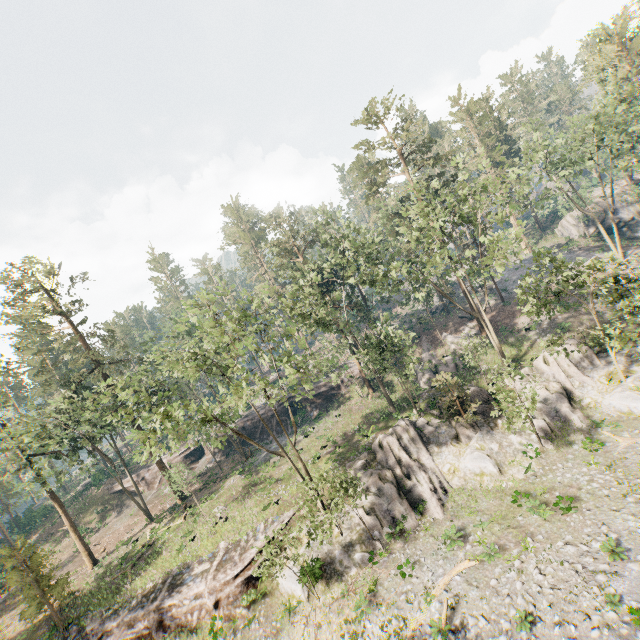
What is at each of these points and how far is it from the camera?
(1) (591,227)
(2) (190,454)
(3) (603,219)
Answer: (1) rock, 48.2m
(2) ground embankment, 48.0m
(3) rock, 46.8m

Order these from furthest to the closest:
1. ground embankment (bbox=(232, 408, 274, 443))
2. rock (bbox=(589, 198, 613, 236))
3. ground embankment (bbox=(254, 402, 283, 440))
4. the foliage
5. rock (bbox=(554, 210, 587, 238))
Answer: rock (bbox=(554, 210, 587, 238)) → rock (bbox=(589, 198, 613, 236)) → ground embankment (bbox=(232, 408, 274, 443)) → ground embankment (bbox=(254, 402, 283, 440)) → the foliage

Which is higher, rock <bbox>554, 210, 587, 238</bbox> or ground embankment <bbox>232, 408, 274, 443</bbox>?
rock <bbox>554, 210, 587, 238</bbox>

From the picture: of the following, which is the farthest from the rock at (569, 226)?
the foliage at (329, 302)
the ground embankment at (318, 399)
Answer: the ground embankment at (318, 399)

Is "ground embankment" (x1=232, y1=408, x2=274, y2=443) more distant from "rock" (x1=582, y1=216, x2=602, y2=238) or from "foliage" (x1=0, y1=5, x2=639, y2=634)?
"rock" (x1=582, y1=216, x2=602, y2=238)

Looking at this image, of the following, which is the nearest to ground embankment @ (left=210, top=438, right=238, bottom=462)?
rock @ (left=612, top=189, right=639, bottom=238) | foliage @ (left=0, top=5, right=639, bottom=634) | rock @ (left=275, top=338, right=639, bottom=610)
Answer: foliage @ (left=0, top=5, right=639, bottom=634)

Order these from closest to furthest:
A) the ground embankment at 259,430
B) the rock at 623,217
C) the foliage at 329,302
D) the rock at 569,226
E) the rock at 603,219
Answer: the foliage at 329,302 < the ground embankment at 259,430 < the rock at 623,217 < the rock at 603,219 < the rock at 569,226

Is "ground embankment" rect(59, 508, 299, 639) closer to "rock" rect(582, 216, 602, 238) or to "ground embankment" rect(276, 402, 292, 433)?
"ground embankment" rect(276, 402, 292, 433)
